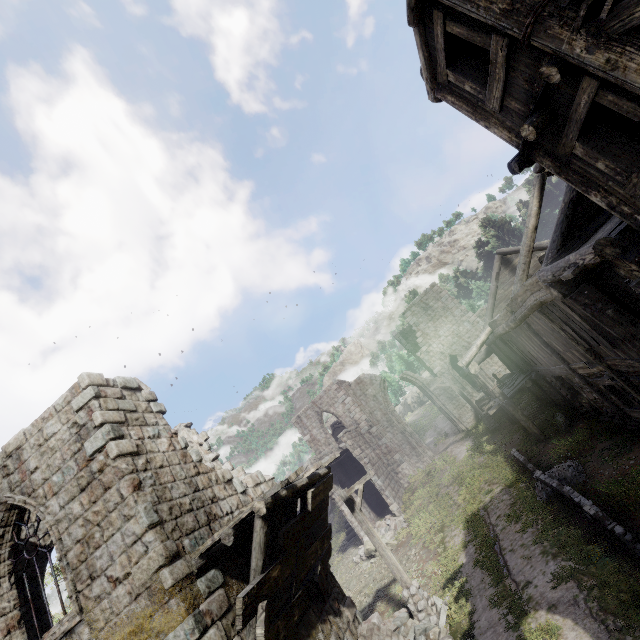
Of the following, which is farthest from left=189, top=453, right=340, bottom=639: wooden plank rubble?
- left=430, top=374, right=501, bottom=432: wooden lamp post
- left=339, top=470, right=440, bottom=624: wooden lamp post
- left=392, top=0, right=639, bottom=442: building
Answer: left=430, top=374, right=501, bottom=432: wooden lamp post

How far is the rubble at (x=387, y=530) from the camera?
19.27m

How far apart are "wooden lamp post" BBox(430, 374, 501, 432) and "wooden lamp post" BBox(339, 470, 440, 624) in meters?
13.0 m

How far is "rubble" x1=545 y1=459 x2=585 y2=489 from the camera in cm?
1090

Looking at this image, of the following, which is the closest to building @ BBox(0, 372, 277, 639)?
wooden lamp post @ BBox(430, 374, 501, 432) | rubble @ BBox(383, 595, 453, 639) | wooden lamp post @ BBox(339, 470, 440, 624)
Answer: rubble @ BBox(383, 595, 453, 639)

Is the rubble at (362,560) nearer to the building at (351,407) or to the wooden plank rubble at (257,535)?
the building at (351,407)

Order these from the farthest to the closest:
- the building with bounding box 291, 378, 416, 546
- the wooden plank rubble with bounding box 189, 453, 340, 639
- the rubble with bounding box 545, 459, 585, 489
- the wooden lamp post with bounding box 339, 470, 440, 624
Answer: the building with bounding box 291, 378, 416, 546 < the rubble with bounding box 545, 459, 585, 489 < the wooden lamp post with bounding box 339, 470, 440, 624 < the wooden plank rubble with bounding box 189, 453, 340, 639

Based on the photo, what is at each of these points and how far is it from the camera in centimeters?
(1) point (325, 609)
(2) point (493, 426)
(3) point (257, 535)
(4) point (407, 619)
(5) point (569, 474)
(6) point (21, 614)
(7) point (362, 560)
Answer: (1) building, 884cm
(2) wooden lamp post, 2150cm
(3) wooden plank rubble, 637cm
(4) rubble, 1077cm
(5) rubble, 1131cm
(6) building, 690cm
(7) rubble, 2000cm
